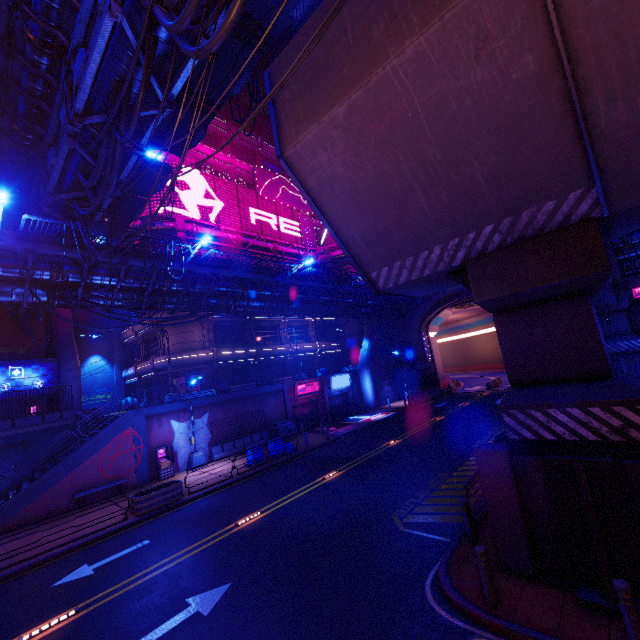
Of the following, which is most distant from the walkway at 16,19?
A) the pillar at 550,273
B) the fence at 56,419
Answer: the pillar at 550,273

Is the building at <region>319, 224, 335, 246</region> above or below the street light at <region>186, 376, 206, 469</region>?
above

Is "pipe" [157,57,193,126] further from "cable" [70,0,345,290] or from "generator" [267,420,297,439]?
"generator" [267,420,297,439]

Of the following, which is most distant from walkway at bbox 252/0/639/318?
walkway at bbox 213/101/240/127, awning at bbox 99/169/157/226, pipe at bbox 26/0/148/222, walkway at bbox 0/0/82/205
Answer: walkway at bbox 213/101/240/127

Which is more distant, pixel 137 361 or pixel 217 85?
pixel 137 361

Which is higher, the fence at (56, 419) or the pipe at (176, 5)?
the pipe at (176, 5)

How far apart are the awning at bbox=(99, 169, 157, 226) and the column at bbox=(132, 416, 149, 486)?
14.5 meters

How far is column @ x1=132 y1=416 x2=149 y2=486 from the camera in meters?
20.1
